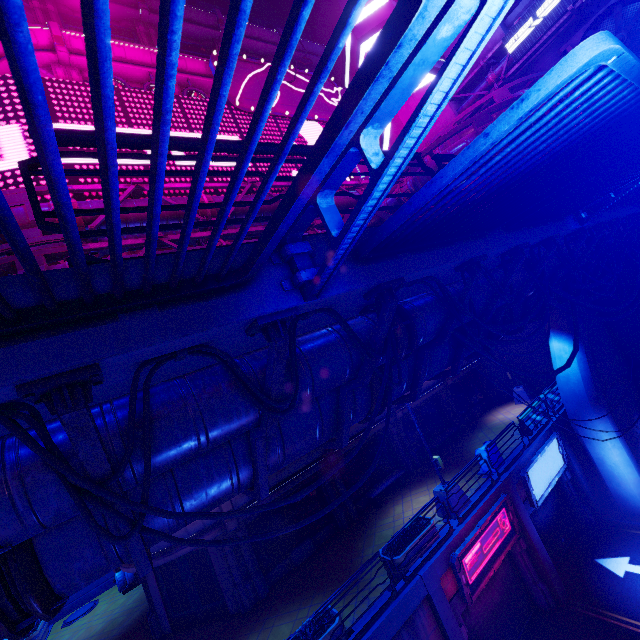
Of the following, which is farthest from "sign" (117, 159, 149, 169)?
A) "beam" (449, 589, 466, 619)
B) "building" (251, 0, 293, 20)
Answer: "beam" (449, 589, 466, 619)

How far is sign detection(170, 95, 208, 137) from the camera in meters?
16.5

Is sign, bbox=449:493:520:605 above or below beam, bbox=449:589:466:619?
above

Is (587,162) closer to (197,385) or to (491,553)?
(197,385)

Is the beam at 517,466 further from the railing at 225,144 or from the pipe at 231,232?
the railing at 225,144

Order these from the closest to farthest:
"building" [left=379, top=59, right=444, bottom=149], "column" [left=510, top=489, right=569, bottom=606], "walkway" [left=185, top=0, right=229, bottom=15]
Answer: "column" [left=510, top=489, right=569, bottom=606] → "building" [left=379, top=59, right=444, bottom=149] → "walkway" [left=185, top=0, right=229, bottom=15]

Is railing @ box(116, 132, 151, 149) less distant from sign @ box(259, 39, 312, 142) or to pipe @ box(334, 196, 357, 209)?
pipe @ box(334, 196, 357, 209)

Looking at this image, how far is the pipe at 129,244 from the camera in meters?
11.5
